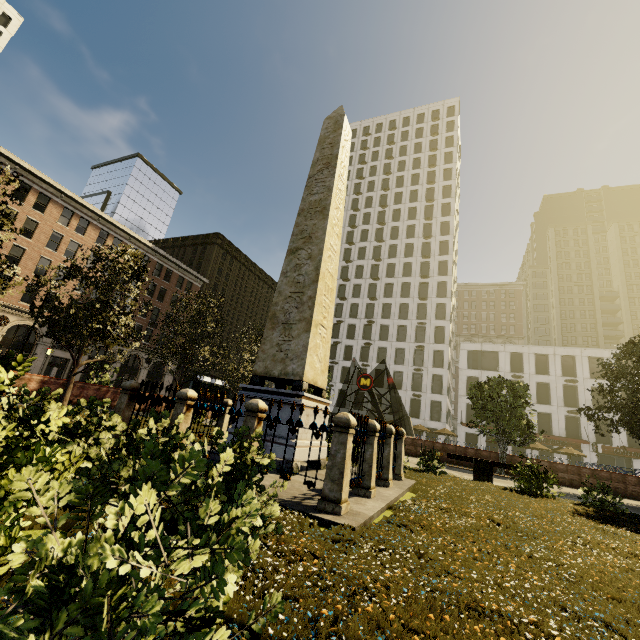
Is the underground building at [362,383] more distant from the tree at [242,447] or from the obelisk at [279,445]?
the obelisk at [279,445]

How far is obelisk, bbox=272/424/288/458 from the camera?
7.2 meters

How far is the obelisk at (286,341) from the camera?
7.96m

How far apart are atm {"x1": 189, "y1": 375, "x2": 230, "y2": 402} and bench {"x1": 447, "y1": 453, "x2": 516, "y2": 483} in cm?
1971

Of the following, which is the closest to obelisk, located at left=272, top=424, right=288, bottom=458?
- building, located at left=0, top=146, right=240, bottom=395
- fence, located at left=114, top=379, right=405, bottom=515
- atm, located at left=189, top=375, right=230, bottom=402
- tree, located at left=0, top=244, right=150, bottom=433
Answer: fence, located at left=114, top=379, right=405, bottom=515

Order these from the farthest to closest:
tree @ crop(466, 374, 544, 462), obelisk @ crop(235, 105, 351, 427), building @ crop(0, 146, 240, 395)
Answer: building @ crop(0, 146, 240, 395), tree @ crop(466, 374, 544, 462), obelisk @ crop(235, 105, 351, 427)

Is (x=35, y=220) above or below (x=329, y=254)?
above

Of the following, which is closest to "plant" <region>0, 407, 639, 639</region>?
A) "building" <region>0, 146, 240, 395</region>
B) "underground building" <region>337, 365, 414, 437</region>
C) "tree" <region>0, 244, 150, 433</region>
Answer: "tree" <region>0, 244, 150, 433</region>
